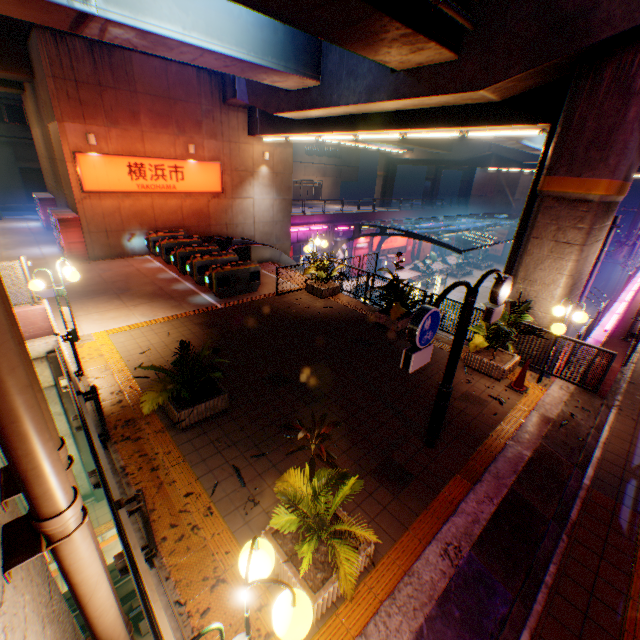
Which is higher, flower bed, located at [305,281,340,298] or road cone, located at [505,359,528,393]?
flower bed, located at [305,281,340,298]

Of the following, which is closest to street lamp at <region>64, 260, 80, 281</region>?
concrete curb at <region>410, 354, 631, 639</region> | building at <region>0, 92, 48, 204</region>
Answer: concrete curb at <region>410, 354, 631, 639</region>

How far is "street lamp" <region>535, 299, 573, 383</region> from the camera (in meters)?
7.39

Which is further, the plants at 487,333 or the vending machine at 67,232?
the vending machine at 67,232

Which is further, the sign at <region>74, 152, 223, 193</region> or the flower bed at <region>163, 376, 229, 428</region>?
the sign at <region>74, 152, 223, 193</region>

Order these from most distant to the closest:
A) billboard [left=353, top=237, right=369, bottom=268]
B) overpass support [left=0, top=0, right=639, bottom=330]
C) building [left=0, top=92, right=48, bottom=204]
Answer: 1. billboard [left=353, top=237, right=369, bottom=268]
2. building [left=0, top=92, right=48, bottom=204]
3. overpass support [left=0, top=0, right=639, bottom=330]

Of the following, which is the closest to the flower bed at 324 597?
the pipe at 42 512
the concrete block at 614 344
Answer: the pipe at 42 512

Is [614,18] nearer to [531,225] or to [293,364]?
[531,225]
